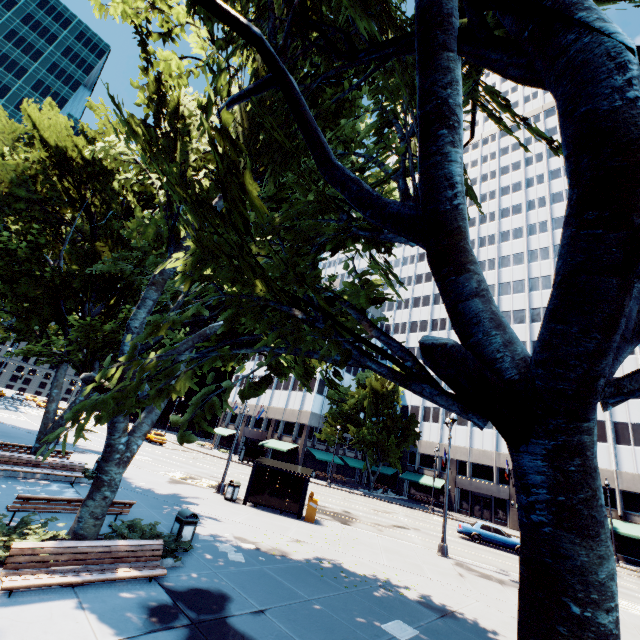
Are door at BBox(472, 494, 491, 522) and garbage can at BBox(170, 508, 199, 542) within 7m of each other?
no

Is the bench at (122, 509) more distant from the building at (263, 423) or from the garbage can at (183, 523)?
the building at (263, 423)

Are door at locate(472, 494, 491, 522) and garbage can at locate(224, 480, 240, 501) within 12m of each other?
no

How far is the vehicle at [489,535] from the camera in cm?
2356

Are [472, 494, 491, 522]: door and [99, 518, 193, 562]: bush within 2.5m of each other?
no

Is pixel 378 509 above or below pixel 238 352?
below

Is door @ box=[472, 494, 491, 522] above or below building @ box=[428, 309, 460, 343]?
below

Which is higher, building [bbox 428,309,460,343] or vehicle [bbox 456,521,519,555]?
building [bbox 428,309,460,343]
